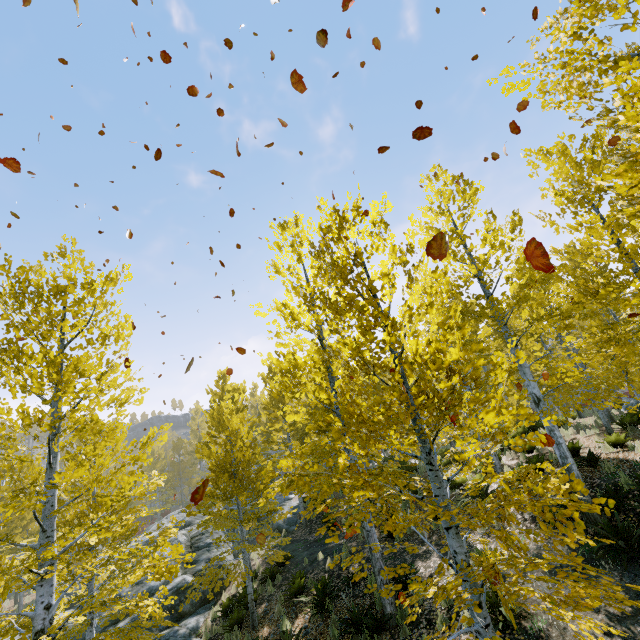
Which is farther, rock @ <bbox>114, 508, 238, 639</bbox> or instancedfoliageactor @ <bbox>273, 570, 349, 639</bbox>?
rock @ <bbox>114, 508, 238, 639</bbox>

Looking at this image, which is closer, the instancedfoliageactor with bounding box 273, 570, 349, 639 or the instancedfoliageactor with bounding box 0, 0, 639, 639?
the instancedfoliageactor with bounding box 0, 0, 639, 639

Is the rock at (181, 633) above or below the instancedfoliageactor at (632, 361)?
below

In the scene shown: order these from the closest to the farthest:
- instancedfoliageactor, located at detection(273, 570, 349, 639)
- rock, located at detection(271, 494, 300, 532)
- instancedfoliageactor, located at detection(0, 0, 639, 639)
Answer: instancedfoliageactor, located at detection(0, 0, 639, 639), instancedfoliageactor, located at detection(273, 570, 349, 639), rock, located at detection(271, 494, 300, 532)

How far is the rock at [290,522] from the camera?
20.1m

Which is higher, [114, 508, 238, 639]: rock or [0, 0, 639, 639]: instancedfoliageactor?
[0, 0, 639, 639]: instancedfoliageactor

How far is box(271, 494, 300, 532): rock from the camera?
20.1 meters

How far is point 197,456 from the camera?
16.1m
